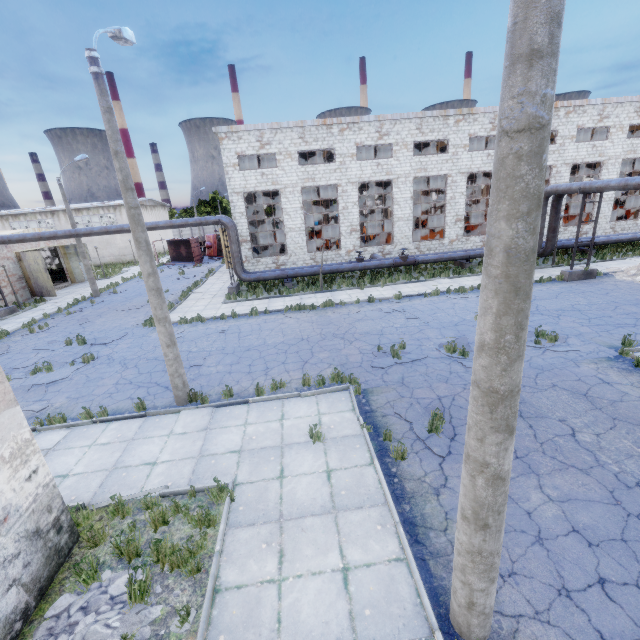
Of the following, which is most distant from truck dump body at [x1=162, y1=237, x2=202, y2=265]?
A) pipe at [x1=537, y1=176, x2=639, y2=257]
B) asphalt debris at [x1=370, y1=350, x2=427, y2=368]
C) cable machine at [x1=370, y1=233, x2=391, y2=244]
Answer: asphalt debris at [x1=370, y1=350, x2=427, y2=368]

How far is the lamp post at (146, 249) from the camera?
7.2m

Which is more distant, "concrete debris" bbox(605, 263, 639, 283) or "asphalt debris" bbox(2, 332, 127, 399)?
"concrete debris" bbox(605, 263, 639, 283)

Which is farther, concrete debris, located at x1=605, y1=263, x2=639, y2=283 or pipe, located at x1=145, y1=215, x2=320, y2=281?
pipe, located at x1=145, y1=215, x2=320, y2=281

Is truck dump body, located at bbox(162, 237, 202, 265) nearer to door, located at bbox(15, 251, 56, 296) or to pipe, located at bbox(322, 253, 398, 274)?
door, located at bbox(15, 251, 56, 296)

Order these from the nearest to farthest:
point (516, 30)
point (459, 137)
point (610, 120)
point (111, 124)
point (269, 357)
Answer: point (516, 30) < point (111, 124) < point (269, 357) < point (459, 137) < point (610, 120)

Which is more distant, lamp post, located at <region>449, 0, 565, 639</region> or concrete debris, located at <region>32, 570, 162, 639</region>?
concrete debris, located at <region>32, 570, 162, 639</region>

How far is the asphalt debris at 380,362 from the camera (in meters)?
10.91
